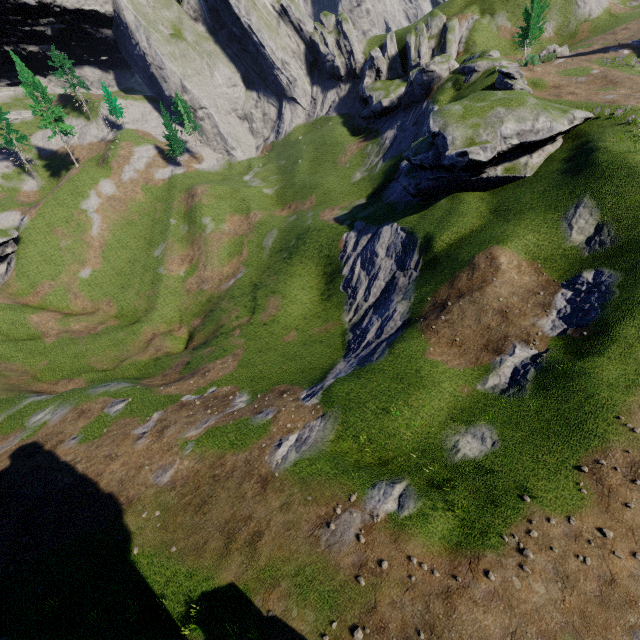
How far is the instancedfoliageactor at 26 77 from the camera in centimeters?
5088cm

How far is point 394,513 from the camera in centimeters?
1451cm

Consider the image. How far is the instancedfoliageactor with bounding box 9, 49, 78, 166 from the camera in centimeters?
5088cm

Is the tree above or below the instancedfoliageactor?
below

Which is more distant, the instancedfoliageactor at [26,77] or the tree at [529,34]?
the instancedfoliageactor at [26,77]

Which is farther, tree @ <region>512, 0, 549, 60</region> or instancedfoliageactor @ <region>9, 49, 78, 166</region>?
Result: instancedfoliageactor @ <region>9, 49, 78, 166</region>
